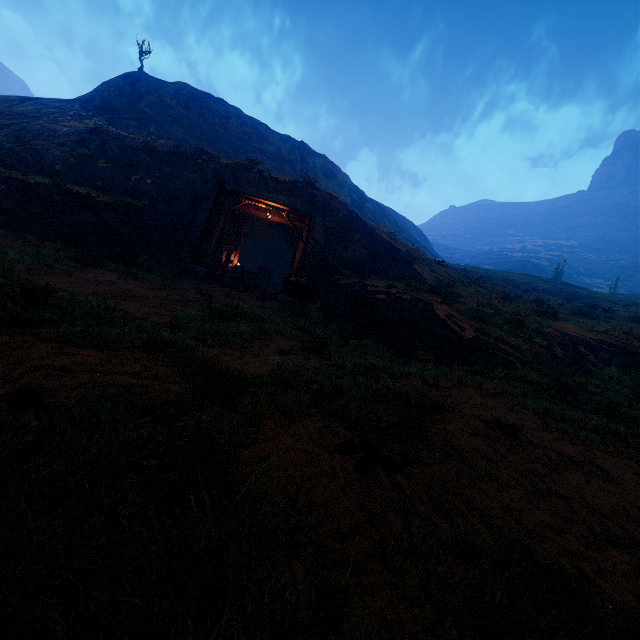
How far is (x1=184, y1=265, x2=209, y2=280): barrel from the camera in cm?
1488

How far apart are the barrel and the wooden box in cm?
2

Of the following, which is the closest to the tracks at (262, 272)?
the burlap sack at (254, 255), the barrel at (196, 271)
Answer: the burlap sack at (254, 255)

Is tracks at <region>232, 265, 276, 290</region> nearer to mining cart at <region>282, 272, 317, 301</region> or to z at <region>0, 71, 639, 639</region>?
Result: z at <region>0, 71, 639, 639</region>

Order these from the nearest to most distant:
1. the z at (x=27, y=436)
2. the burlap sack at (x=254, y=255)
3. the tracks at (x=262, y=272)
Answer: the z at (x=27, y=436) < the tracks at (x=262, y=272) < the burlap sack at (x=254, y=255)

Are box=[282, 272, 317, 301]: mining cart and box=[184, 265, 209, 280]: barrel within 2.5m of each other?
no

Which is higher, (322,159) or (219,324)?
(322,159)

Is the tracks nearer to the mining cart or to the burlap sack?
the burlap sack
